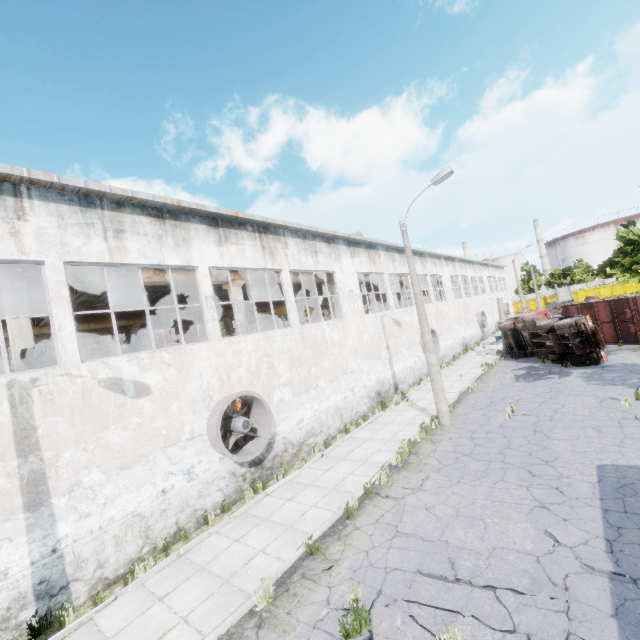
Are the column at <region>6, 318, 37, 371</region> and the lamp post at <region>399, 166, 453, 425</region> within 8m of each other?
no

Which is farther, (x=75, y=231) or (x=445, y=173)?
(x=445, y=173)

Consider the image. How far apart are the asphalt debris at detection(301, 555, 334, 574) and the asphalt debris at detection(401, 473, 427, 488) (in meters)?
2.52

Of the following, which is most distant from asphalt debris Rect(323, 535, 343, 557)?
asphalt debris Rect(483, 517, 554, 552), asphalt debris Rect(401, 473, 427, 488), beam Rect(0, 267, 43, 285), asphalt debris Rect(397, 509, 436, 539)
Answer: beam Rect(0, 267, 43, 285)

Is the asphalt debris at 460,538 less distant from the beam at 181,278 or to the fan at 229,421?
the fan at 229,421

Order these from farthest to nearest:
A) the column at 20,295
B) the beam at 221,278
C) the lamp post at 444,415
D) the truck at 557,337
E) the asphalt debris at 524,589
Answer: the truck at 557,337, the beam at 221,278, the lamp post at 444,415, the column at 20,295, the asphalt debris at 524,589

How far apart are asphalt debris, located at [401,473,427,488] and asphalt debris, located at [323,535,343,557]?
1.91m

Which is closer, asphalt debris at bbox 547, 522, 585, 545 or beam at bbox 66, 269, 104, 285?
asphalt debris at bbox 547, 522, 585, 545
